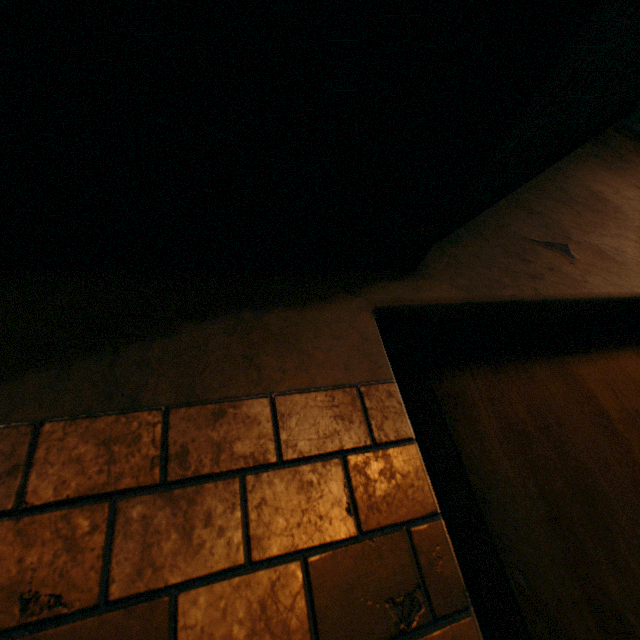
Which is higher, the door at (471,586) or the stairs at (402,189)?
the stairs at (402,189)

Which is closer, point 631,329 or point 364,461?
point 364,461

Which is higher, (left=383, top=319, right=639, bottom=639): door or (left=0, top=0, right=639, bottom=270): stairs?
(left=0, top=0, right=639, bottom=270): stairs
